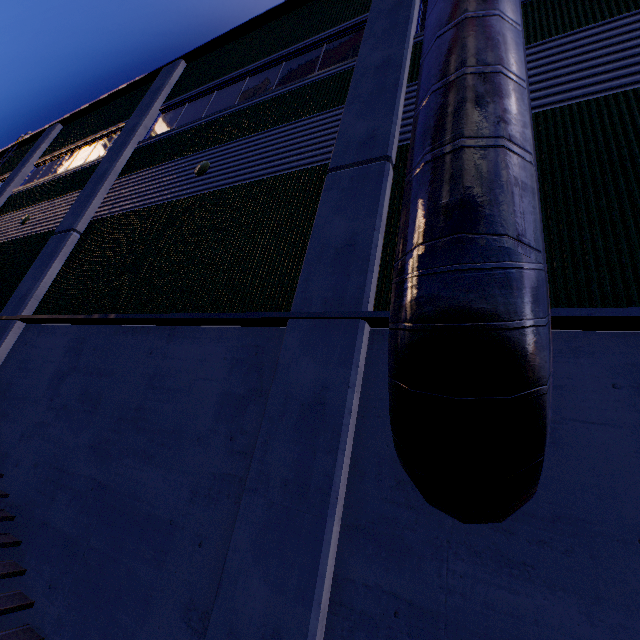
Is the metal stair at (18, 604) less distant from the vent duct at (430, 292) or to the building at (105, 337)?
the building at (105, 337)

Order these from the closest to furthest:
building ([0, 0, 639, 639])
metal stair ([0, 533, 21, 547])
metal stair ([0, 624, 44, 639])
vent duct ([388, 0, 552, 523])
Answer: vent duct ([388, 0, 552, 523])
building ([0, 0, 639, 639])
metal stair ([0, 624, 44, 639])
metal stair ([0, 533, 21, 547])

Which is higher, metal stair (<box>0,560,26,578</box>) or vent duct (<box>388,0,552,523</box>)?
vent duct (<box>388,0,552,523</box>)

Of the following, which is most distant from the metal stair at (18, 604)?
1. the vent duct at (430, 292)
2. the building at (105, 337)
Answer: the vent duct at (430, 292)

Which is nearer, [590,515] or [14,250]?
[590,515]

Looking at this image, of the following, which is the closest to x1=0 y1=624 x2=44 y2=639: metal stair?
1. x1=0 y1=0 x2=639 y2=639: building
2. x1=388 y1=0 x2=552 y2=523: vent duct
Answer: x1=0 y1=0 x2=639 y2=639: building
